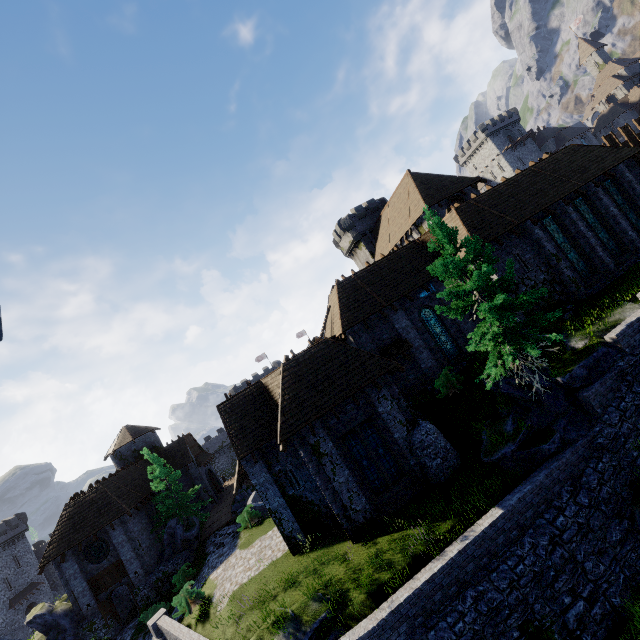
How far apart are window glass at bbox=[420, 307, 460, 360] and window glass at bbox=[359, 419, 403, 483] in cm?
766

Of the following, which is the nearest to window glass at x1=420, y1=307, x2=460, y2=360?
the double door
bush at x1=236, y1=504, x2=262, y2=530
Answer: bush at x1=236, y1=504, x2=262, y2=530

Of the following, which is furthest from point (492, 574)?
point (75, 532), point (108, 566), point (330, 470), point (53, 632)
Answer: point (53, 632)

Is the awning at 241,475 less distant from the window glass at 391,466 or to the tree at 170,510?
the window glass at 391,466

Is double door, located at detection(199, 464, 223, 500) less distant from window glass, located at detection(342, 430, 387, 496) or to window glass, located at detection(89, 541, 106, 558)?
window glass, located at detection(89, 541, 106, 558)

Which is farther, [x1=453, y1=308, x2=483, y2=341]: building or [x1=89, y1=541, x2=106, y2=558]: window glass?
[x1=89, y1=541, x2=106, y2=558]: window glass

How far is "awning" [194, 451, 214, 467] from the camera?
39.22m

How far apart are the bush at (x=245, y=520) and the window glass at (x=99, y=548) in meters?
11.3 m
